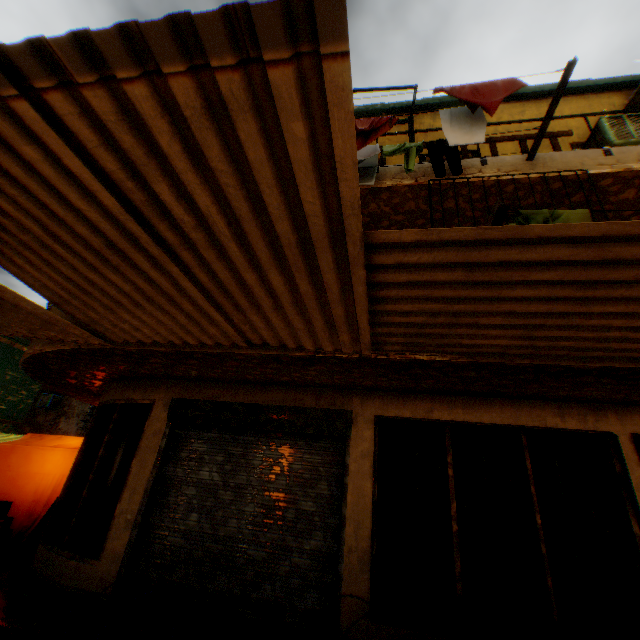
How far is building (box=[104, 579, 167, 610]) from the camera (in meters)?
4.43

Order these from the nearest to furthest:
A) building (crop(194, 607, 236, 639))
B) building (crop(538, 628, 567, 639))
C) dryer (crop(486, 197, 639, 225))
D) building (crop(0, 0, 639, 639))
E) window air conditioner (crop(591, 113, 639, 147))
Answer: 1. building (crop(0, 0, 639, 639))
2. dryer (crop(486, 197, 639, 225))
3. building (crop(538, 628, 567, 639))
4. building (crop(194, 607, 236, 639))
5. window air conditioner (crop(591, 113, 639, 147))

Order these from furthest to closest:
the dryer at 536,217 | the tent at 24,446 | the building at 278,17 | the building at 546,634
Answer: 1. the tent at 24,446
2. the building at 546,634
3. the dryer at 536,217
4. the building at 278,17

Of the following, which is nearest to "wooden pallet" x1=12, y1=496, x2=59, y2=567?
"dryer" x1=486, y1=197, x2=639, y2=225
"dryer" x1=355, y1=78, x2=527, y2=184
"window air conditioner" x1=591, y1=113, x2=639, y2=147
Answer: "dryer" x1=355, y1=78, x2=527, y2=184

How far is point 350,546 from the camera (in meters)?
4.24

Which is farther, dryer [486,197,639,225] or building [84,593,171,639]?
building [84,593,171,639]

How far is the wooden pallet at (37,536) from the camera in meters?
6.1
